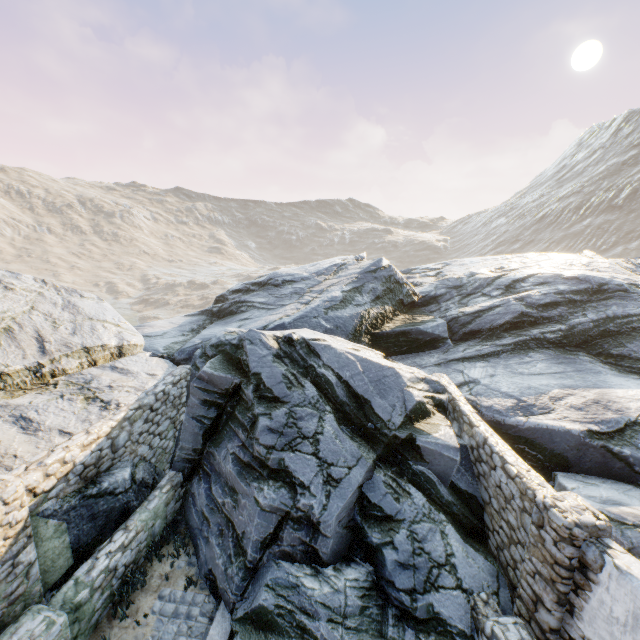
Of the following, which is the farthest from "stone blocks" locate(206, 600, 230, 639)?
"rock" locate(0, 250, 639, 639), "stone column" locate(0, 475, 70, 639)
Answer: "stone column" locate(0, 475, 70, 639)

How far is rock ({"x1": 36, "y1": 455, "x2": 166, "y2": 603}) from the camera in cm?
602

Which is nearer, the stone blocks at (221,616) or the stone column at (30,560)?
the stone column at (30,560)

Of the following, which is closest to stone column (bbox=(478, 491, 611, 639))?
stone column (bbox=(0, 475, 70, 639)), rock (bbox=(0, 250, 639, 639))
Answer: rock (bbox=(0, 250, 639, 639))

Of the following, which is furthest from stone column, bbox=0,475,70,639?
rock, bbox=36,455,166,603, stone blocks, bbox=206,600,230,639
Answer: stone blocks, bbox=206,600,230,639

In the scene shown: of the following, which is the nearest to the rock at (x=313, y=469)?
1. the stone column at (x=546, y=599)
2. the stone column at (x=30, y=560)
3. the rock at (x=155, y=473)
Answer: the stone column at (x=546, y=599)

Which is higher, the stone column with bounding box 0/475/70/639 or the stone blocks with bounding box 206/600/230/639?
the stone column with bounding box 0/475/70/639

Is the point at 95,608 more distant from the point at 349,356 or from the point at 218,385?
the point at 349,356
